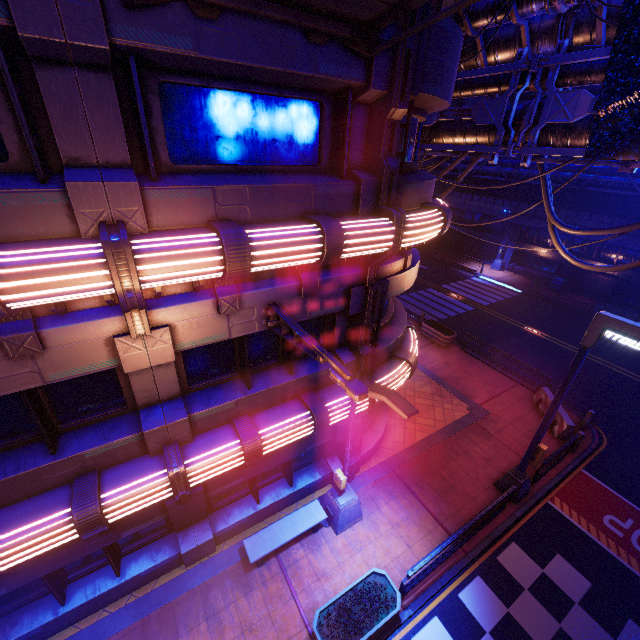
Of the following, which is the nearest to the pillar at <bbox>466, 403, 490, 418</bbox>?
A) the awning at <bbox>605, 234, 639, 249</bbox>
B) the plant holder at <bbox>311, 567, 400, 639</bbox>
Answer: the plant holder at <bbox>311, 567, 400, 639</bbox>

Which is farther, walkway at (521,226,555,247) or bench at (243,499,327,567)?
walkway at (521,226,555,247)

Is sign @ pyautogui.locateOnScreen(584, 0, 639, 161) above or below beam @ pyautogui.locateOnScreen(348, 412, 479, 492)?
above

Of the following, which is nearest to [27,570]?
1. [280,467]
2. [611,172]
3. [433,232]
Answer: [280,467]

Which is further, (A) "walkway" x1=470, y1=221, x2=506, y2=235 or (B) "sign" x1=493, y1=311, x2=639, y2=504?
(A) "walkway" x1=470, y1=221, x2=506, y2=235

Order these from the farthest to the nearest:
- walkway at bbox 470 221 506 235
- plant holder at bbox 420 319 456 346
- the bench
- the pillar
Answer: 1. walkway at bbox 470 221 506 235
2. plant holder at bbox 420 319 456 346
3. the pillar
4. the bench

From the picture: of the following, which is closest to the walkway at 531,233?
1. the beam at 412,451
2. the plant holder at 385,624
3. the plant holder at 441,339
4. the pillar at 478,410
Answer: the plant holder at 441,339

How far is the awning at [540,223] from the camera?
26.46m
